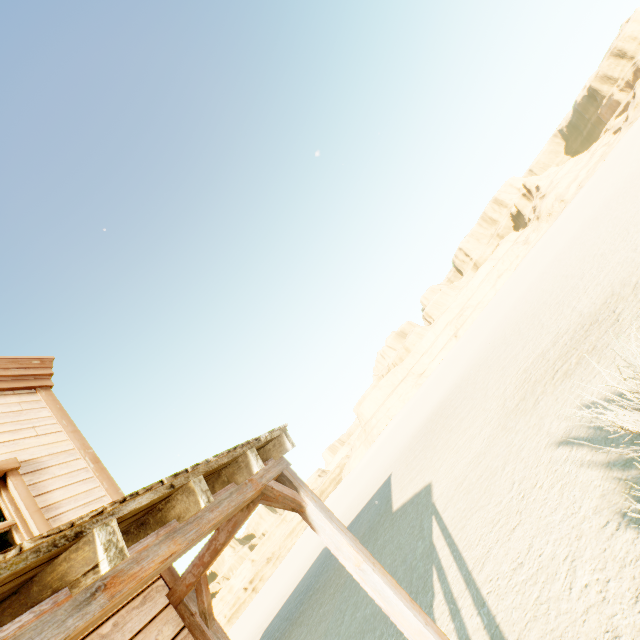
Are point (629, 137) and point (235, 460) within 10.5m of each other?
no

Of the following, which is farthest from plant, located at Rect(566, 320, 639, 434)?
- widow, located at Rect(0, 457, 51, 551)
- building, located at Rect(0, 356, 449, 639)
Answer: widow, located at Rect(0, 457, 51, 551)

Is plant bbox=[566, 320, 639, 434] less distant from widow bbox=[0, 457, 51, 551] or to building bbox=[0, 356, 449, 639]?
building bbox=[0, 356, 449, 639]

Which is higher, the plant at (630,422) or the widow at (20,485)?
the widow at (20,485)

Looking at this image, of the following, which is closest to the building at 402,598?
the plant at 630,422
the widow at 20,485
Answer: the widow at 20,485

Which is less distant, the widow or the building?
the building
